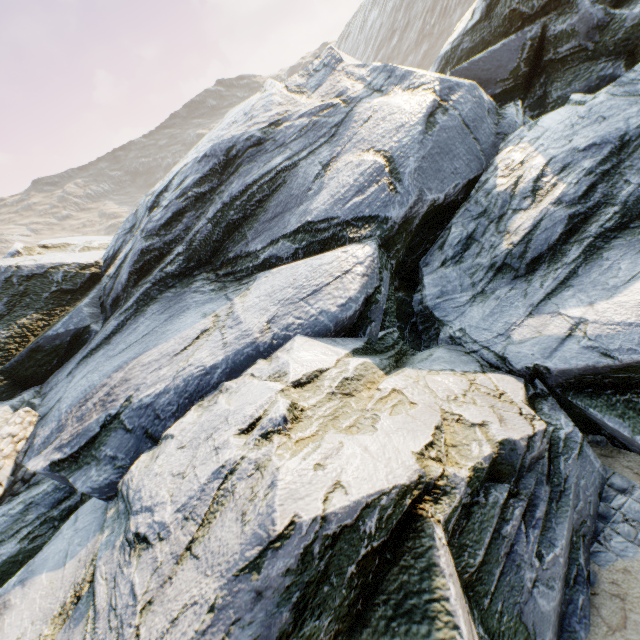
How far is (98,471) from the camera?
5.6m
